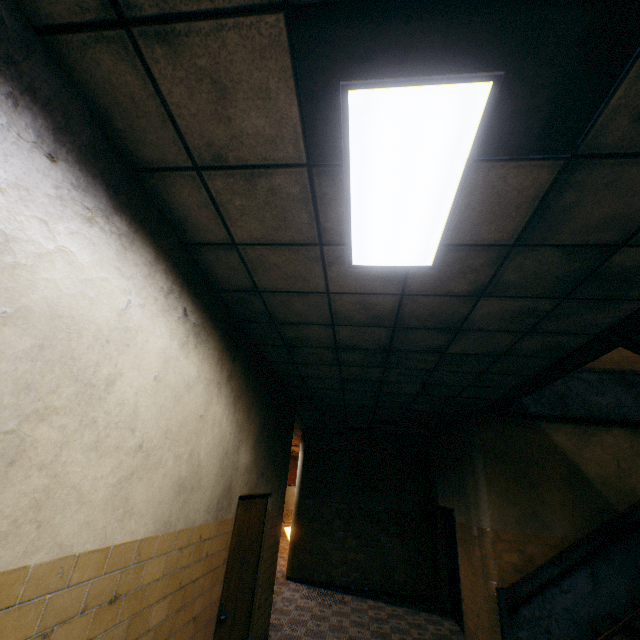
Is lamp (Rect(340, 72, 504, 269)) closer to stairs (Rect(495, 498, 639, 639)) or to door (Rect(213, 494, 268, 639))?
stairs (Rect(495, 498, 639, 639))

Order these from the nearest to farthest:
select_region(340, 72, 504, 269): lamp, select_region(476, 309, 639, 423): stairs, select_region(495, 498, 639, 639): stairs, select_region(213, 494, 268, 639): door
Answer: select_region(340, 72, 504, 269): lamp
select_region(476, 309, 639, 423): stairs
select_region(213, 494, 268, 639): door
select_region(495, 498, 639, 639): stairs

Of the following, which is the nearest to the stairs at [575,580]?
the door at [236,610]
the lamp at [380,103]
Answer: the lamp at [380,103]

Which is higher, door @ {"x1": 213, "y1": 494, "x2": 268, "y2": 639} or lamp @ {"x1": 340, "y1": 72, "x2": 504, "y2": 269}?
lamp @ {"x1": 340, "y1": 72, "x2": 504, "y2": 269}

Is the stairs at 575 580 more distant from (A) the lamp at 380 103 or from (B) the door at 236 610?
(B) the door at 236 610

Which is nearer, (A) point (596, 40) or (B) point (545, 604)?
(A) point (596, 40)

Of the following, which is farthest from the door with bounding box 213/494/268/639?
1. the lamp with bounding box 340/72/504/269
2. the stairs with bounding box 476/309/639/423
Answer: the stairs with bounding box 476/309/639/423
